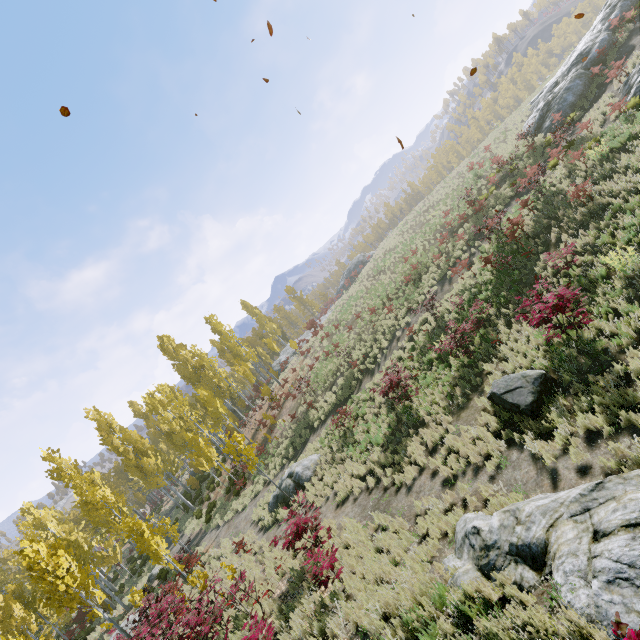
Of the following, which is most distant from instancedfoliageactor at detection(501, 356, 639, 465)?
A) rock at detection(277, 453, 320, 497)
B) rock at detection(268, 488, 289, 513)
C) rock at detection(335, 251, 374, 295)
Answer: rock at detection(268, 488, 289, 513)

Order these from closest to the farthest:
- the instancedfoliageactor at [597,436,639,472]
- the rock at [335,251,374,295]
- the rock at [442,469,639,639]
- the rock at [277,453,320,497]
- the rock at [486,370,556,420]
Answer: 1. the rock at [442,469,639,639]
2. the instancedfoliageactor at [597,436,639,472]
3. the rock at [486,370,556,420]
4. the rock at [277,453,320,497]
5. the rock at [335,251,374,295]

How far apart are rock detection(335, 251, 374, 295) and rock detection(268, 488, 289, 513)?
37.9 meters

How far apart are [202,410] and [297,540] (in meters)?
43.70

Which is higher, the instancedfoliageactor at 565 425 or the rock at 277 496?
the rock at 277 496

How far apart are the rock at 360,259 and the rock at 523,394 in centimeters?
4273cm

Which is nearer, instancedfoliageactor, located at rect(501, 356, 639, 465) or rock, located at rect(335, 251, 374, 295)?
instancedfoliageactor, located at rect(501, 356, 639, 465)

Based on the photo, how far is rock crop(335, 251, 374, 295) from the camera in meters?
51.7 m
